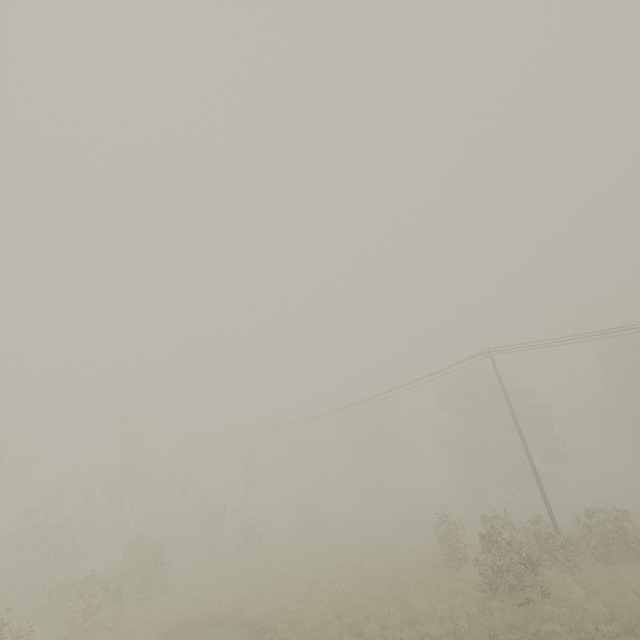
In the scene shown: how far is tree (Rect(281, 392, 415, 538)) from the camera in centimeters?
4447cm

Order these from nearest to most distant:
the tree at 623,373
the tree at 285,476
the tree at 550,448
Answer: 1. the tree at 623,373
2. the tree at 550,448
3. the tree at 285,476

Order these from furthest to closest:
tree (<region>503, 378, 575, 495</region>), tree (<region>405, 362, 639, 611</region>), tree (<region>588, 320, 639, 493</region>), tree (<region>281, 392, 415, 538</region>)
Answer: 1. tree (<region>281, 392, 415, 538</region>)
2. tree (<region>503, 378, 575, 495</region>)
3. tree (<region>588, 320, 639, 493</region>)
4. tree (<region>405, 362, 639, 611</region>)

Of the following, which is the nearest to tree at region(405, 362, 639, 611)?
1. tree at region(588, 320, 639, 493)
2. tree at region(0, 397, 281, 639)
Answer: tree at region(588, 320, 639, 493)

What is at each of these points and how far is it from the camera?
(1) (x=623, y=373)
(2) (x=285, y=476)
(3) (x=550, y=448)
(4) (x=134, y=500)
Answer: (1) tree, 35.34m
(2) tree, 59.31m
(3) tree, 33.72m
(4) tree, 29.19m

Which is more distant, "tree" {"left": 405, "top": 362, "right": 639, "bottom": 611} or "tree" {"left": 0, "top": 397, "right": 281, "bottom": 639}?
"tree" {"left": 0, "top": 397, "right": 281, "bottom": 639}

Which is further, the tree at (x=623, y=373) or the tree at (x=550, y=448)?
the tree at (x=550, y=448)
